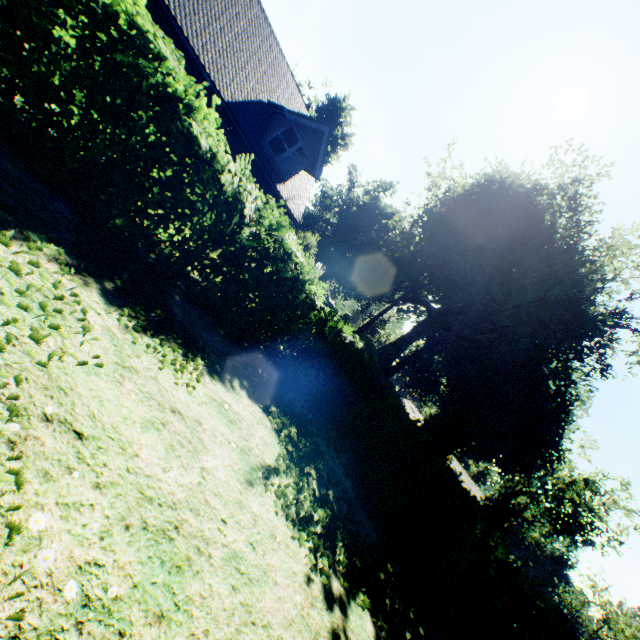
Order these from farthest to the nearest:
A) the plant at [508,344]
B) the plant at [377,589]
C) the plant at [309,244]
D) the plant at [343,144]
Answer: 1. the plant at [343,144]
2. the plant at [309,244]
3. the plant at [508,344]
4. the plant at [377,589]

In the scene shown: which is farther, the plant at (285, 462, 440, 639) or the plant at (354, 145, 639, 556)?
the plant at (354, 145, 639, 556)

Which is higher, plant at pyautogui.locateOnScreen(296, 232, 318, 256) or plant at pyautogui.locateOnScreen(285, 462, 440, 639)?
plant at pyautogui.locateOnScreen(296, 232, 318, 256)

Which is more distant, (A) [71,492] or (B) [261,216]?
(B) [261,216]

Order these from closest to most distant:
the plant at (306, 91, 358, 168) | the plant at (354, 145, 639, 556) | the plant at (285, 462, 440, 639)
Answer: the plant at (285, 462, 440, 639) → the plant at (354, 145, 639, 556) → the plant at (306, 91, 358, 168)

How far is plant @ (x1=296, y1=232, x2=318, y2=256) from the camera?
26.19m

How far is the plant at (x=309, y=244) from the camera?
26.2m
